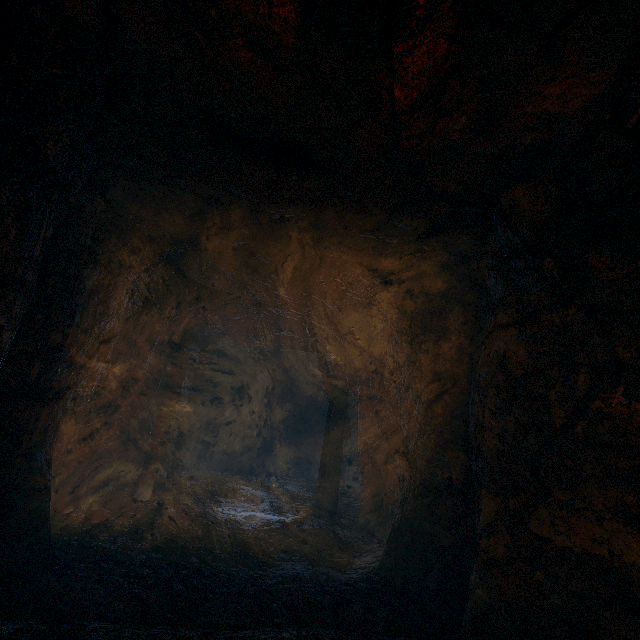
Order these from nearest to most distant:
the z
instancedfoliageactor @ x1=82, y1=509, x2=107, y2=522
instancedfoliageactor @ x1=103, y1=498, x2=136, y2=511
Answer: the z < instancedfoliageactor @ x1=82, y1=509, x2=107, y2=522 < instancedfoliageactor @ x1=103, y1=498, x2=136, y2=511

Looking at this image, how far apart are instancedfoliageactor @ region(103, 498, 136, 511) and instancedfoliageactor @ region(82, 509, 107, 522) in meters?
0.6 m

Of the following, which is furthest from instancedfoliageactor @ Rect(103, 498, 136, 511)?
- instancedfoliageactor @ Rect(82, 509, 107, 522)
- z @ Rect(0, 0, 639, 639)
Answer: instancedfoliageactor @ Rect(82, 509, 107, 522)

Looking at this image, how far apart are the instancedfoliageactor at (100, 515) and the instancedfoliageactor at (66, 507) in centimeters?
50cm

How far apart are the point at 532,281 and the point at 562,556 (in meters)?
2.42

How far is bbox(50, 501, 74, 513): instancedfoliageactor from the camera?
5.1 meters

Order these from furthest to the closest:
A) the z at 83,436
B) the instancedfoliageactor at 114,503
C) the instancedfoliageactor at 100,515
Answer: the instancedfoliageactor at 114,503
the instancedfoliageactor at 100,515
the z at 83,436
